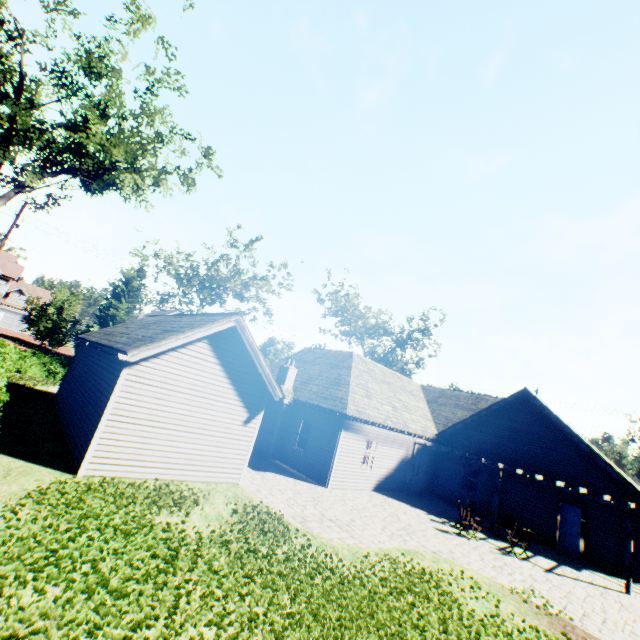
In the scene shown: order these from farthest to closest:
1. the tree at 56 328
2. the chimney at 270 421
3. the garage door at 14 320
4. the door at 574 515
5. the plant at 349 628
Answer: the garage door at 14 320, the tree at 56 328, the chimney at 270 421, the door at 574 515, the plant at 349 628

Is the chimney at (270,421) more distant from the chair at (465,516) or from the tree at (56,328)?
the tree at (56,328)

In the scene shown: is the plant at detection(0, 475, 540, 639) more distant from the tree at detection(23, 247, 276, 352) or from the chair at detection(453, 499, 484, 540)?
the chair at detection(453, 499, 484, 540)

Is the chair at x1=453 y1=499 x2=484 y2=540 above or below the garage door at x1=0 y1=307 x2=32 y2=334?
below

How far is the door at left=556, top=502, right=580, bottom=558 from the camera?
15.35m

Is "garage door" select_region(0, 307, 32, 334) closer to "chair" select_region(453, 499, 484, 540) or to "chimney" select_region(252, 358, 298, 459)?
"chimney" select_region(252, 358, 298, 459)

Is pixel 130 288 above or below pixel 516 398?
above

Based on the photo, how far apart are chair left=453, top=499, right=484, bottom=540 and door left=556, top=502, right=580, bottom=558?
5.5 meters
